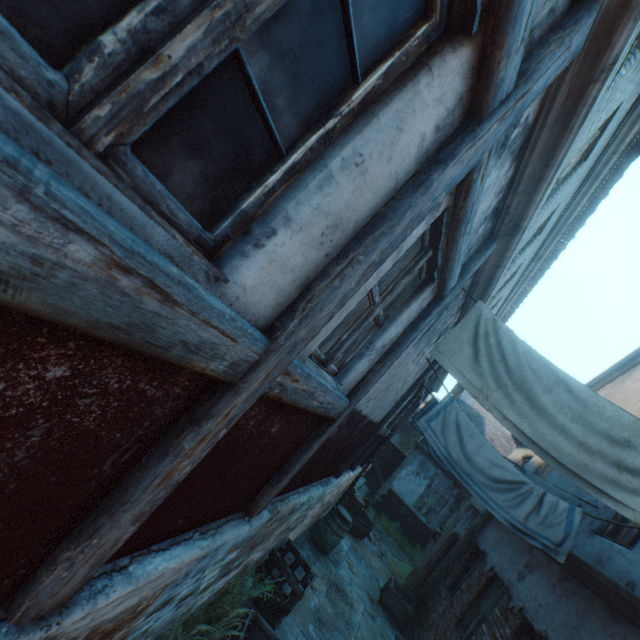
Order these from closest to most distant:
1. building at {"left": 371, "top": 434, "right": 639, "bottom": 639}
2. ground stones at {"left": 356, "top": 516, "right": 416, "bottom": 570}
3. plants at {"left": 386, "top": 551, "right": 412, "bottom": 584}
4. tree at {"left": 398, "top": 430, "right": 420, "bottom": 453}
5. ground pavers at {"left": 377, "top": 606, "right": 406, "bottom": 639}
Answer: building at {"left": 371, "top": 434, "right": 639, "bottom": 639}, ground pavers at {"left": 377, "top": 606, "right": 406, "bottom": 639}, plants at {"left": 386, "top": 551, "right": 412, "bottom": 584}, ground stones at {"left": 356, "top": 516, "right": 416, "bottom": 570}, tree at {"left": 398, "top": 430, "right": 420, "bottom": 453}

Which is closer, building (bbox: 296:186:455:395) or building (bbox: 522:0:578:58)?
building (bbox: 522:0:578:58)

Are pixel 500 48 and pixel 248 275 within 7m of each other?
yes

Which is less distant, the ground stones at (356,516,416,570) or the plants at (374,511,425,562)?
the ground stones at (356,516,416,570)

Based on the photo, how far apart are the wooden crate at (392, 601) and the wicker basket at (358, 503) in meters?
2.5

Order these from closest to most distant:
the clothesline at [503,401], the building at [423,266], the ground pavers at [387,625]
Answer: the building at [423,266] < the clothesline at [503,401] < the ground pavers at [387,625]

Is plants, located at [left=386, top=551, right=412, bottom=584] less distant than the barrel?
No

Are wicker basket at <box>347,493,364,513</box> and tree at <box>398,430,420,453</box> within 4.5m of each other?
no
